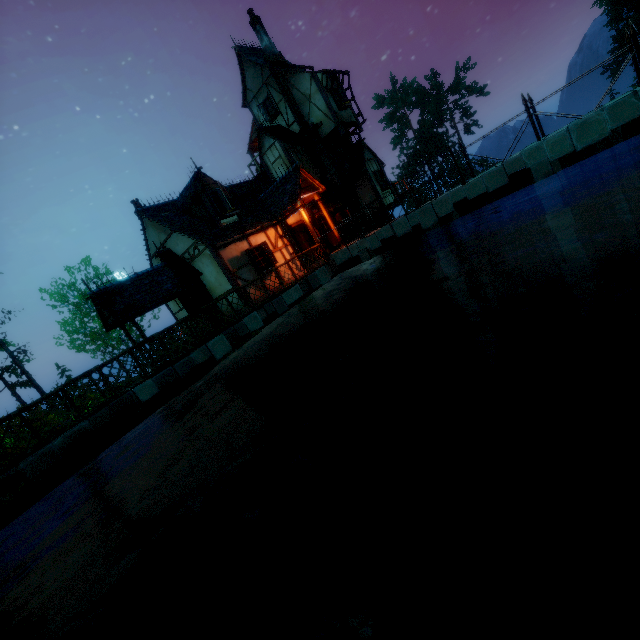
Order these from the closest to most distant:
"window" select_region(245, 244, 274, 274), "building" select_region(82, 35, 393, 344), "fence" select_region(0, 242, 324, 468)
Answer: "fence" select_region(0, 242, 324, 468) < "building" select_region(82, 35, 393, 344) < "window" select_region(245, 244, 274, 274)

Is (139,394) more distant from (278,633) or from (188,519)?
(278,633)

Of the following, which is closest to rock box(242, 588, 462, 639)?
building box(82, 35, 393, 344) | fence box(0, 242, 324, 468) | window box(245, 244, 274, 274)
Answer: fence box(0, 242, 324, 468)

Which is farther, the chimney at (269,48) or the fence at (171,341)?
the chimney at (269,48)

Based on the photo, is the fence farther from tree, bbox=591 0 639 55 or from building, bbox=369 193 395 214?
tree, bbox=591 0 639 55

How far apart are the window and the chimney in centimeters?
1309cm

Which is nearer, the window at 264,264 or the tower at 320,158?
the window at 264,264

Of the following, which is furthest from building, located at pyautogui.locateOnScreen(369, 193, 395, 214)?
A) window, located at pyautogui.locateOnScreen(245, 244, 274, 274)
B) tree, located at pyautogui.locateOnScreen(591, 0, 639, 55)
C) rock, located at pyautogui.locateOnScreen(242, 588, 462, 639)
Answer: rock, located at pyautogui.locateOnScreen(242, 588, 462, 639)
